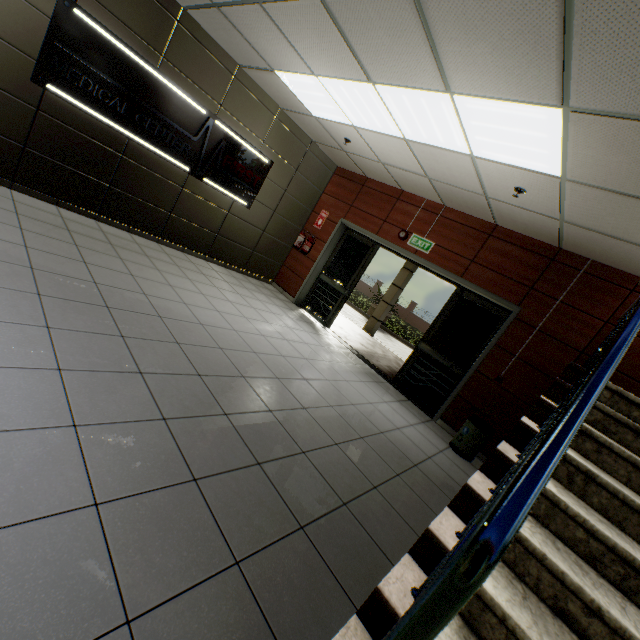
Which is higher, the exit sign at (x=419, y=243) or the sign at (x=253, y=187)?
the exit sign at (x=419, y=243)

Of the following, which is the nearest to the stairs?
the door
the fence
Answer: the door

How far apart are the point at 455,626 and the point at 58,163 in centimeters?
630cm

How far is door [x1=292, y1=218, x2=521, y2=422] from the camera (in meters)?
5.37

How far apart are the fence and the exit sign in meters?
23.9

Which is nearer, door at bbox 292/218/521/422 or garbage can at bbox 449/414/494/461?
garbage can at bbox 449/414/494/461

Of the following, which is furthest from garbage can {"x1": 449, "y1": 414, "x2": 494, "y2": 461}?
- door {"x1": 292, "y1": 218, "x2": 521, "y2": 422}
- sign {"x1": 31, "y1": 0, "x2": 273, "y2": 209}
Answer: sign {"x1": 31, "y1": 0, "x2": 273, "y2": 209}

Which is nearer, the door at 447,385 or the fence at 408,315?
the door at 447,385
